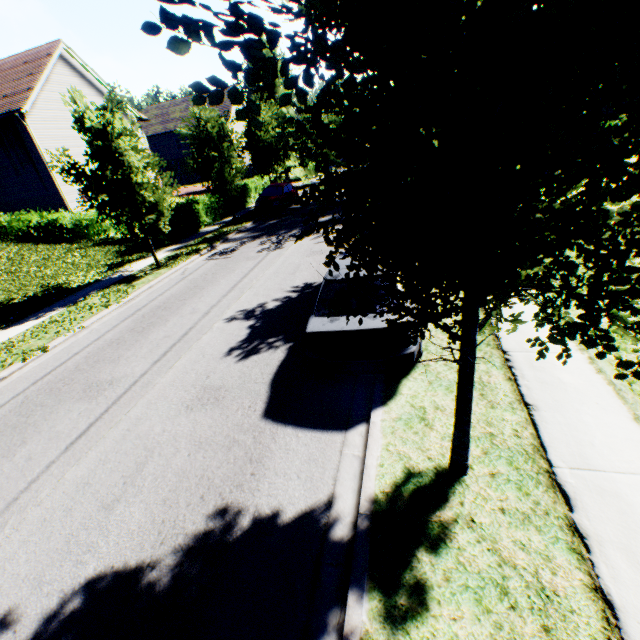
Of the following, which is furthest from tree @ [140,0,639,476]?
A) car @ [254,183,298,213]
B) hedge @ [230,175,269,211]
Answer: car @ [254,183,298,213]

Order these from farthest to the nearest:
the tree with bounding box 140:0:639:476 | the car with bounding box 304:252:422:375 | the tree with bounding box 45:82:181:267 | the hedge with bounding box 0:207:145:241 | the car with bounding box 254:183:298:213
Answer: the car with bounding box 254:183:298:213 < the hedge with bounding box 0:207:145:241 < the tree with bounding box 45:82:181:267 < the car with bounding box 304:252:422:375 < the tree with bounding box 140:0:639:476

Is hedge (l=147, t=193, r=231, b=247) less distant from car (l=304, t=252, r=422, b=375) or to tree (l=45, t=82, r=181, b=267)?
tree (l=45, t=82, r=181, b=267)

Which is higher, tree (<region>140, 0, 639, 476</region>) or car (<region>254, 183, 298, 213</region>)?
tree (<region>140, 0, 639, 476</region>)

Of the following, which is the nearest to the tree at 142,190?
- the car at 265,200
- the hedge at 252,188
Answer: the hedge at 252,188

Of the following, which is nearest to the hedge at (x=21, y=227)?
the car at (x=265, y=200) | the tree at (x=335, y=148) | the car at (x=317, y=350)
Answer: the tree at (x=335, y=148)

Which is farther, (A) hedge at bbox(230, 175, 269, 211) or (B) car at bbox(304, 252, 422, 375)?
(A) hedge at bbox(230, 175, 269, 211)

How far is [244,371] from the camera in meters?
6.4 m
